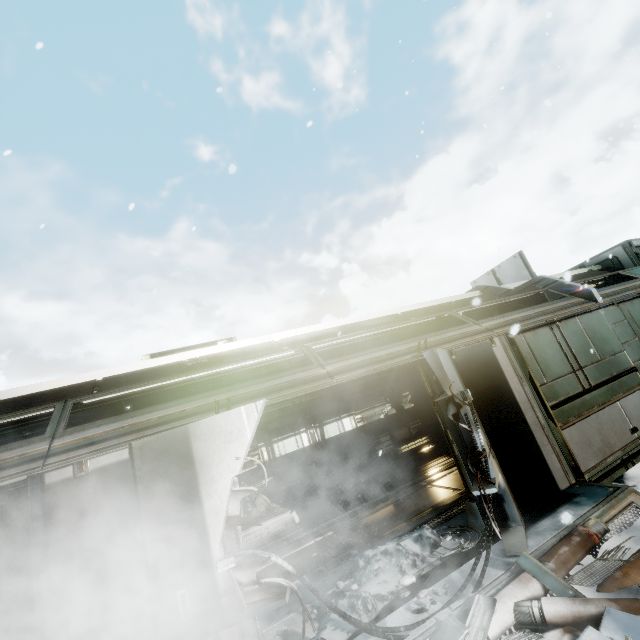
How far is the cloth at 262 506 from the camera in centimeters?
989cm

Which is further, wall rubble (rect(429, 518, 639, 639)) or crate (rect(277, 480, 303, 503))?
crate (rect(277, 480, 303, 503))

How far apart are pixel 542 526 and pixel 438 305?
6.0 meters

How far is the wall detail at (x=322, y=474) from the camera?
11.7m

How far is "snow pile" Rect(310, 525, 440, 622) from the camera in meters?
3.9

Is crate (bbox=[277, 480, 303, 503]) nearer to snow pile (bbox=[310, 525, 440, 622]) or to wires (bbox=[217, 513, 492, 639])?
snow pile (bbox=[310, 525, 440, 622])

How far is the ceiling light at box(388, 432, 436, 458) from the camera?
12.0 meters

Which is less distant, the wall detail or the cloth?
the cloth
